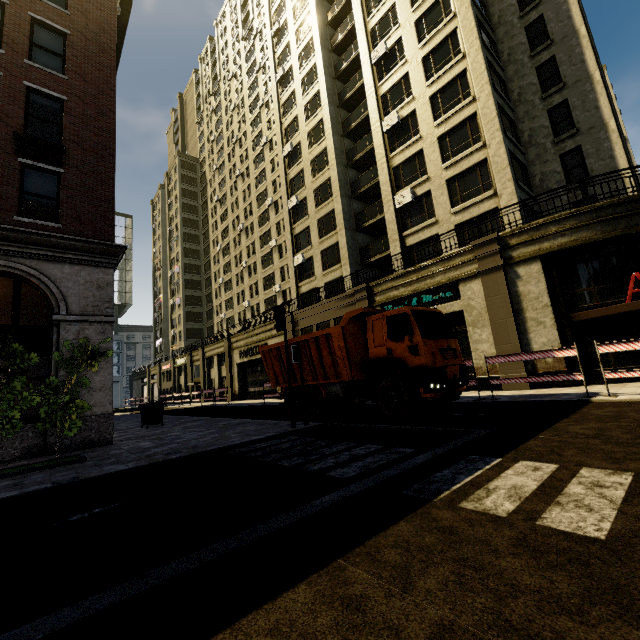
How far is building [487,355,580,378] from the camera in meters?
12.8 m

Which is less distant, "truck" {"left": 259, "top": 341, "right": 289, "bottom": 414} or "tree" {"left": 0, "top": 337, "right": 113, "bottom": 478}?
"tree" {"left": 0, "top": 337, "right": 113, "bottom": 478}

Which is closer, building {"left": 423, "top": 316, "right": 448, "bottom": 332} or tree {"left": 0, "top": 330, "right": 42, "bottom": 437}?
tree {"left": 0, "top": 330, "right": 42, "bottom": 437}

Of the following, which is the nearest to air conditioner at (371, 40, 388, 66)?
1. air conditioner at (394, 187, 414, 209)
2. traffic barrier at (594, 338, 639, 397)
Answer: air conditioner at (394, 187, 414, 209)

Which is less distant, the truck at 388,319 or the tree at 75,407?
the tree at 75,407

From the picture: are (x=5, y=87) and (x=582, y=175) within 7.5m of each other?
no

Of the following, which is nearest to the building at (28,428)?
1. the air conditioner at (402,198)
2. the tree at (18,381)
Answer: the air conditioner at (402,198)

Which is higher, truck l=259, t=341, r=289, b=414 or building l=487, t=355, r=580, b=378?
truck l=259, t=341, r=289, b=414
